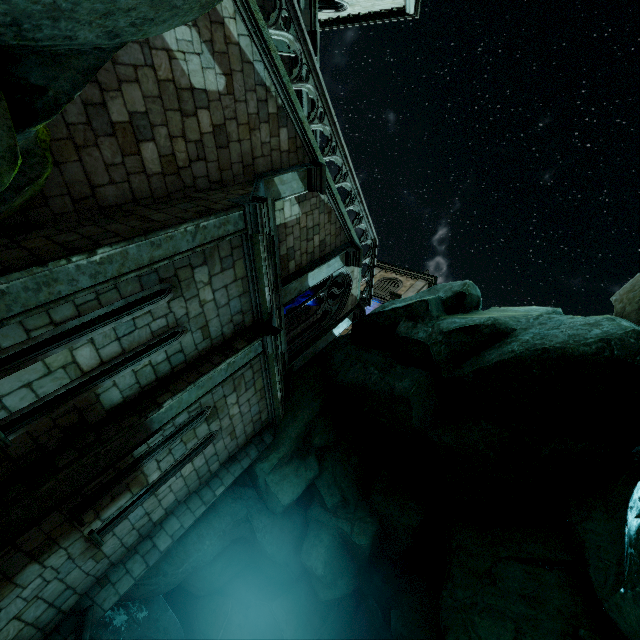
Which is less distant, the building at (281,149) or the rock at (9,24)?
the rock at (9,24)

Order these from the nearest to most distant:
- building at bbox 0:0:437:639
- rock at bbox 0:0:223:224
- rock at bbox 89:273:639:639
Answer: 1. rock at bbox 0:0:223:224
2. building at bbox 0:0:437:639
3. rock at bbox 89:273:639:639

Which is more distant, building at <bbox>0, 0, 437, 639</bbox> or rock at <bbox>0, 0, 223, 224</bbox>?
building at <bbox>0, 0, 437, 639</bbox>

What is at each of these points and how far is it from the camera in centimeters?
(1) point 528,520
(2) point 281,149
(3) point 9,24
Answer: (1) rock, 789cm
(2) building, 832cm
(3) rock, 173cm

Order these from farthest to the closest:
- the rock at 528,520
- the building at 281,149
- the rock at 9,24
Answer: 1. the rock at 528,520
2. the building at 281,149
3. the rock at 9,24

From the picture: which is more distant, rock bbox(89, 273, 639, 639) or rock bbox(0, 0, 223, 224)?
rock bbox(89, 273, 639, 639)
